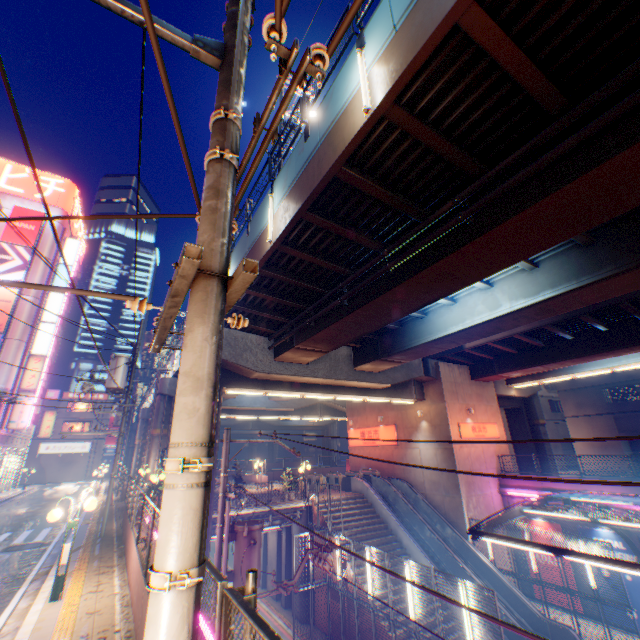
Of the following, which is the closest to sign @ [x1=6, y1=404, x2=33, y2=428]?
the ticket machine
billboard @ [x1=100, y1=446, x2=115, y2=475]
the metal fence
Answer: the metal fence

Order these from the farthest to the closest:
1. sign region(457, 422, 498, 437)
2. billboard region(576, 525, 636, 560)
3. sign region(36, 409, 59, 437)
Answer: sign region(36, 409, 59, 437) < sign region(457, 422, 498, 437) < billboard region(576, 525, 636, 560)

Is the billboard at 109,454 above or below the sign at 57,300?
below

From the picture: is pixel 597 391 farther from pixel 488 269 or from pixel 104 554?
pixel 104 554

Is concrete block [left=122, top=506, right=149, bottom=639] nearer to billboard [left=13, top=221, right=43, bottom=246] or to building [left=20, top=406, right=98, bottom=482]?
billboard [left=13, top=221, right=43, bottom=246]

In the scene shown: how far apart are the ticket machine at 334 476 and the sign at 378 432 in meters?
4.1 m

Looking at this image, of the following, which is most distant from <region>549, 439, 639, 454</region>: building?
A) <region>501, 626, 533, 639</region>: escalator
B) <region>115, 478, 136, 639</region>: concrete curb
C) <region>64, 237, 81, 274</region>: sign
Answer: <region>64, 237, 81, 274</region>: sign

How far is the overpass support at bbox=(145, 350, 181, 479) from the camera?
25.48m
